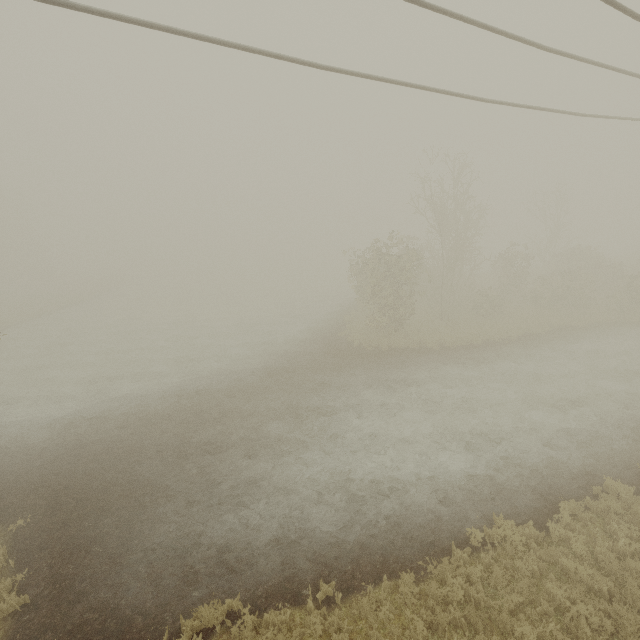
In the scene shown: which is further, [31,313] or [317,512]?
[31,313]
